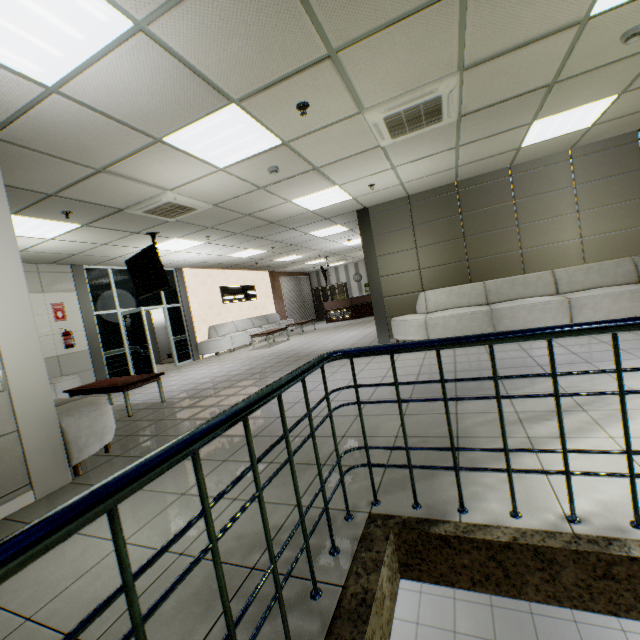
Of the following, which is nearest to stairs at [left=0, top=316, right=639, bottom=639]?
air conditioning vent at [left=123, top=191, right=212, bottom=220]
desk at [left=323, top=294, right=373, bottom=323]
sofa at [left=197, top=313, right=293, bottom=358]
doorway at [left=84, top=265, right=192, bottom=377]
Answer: air conditioning vent at [left=123, top=191, right=212, bottom=220]

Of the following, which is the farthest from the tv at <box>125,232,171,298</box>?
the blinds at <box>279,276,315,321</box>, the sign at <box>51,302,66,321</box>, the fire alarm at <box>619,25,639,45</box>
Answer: the blinds at <box>279,276,315,321</box>

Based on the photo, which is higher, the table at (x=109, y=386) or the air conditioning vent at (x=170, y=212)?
the air conditioning vent at (x=170, y=212)

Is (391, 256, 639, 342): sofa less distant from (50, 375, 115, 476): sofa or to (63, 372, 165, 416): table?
(63, 372, 165, 416): table

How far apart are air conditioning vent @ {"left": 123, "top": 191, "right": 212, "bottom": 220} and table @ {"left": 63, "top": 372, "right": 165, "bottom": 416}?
2.7 meters

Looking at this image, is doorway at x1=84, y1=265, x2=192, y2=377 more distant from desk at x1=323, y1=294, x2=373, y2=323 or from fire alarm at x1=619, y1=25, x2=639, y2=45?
fire alarm at x1=619, y1=25, x2=639, y2=45

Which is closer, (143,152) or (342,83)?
(342,83)

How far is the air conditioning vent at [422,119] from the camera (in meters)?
3.32
